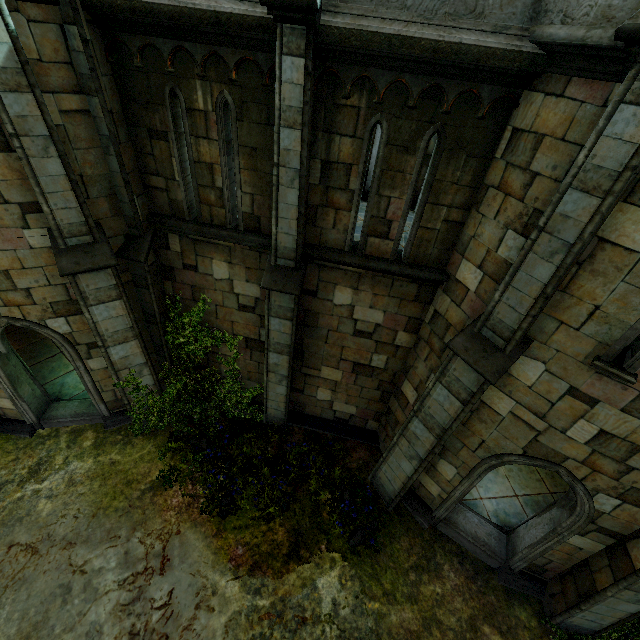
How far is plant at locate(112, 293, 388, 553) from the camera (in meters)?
8.29

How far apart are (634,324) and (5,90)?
9.57m

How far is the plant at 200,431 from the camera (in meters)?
8.29

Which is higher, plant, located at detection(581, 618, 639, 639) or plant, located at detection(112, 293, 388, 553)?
plant, located at detection(581, 618, 639, 639)

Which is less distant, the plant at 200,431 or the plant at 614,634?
the plant at 614,634

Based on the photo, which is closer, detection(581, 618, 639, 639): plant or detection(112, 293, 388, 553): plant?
detection(581, 618, 639, 639): plant
